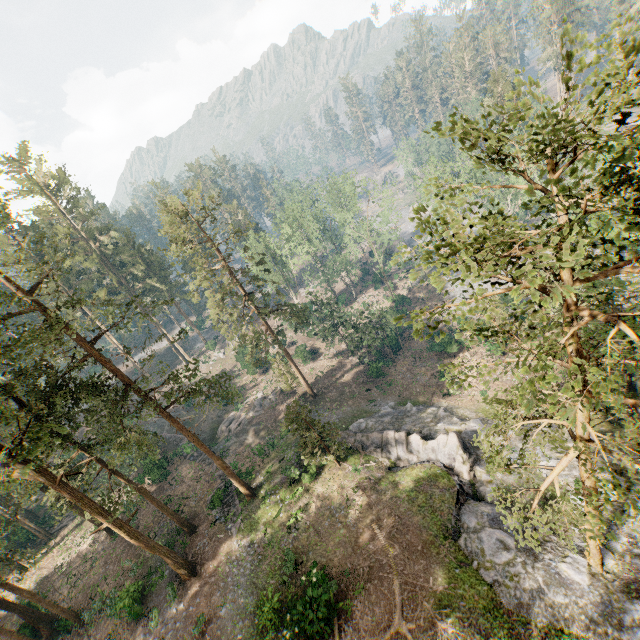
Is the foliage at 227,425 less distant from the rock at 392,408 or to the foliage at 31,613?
the foliage at 31,613

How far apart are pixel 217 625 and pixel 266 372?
31.9 meters

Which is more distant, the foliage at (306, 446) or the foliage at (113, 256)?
the foliage at (306, 446)

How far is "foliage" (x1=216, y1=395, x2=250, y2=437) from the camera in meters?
42.2 m

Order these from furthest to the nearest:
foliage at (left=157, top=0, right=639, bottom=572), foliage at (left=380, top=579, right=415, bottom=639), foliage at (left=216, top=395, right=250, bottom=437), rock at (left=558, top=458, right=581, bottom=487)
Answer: foliage at (left=216, top=395, right=250, bottom=437) < rock at (left=558, top=458, right=581, bottom=487) < foliage at (left=380, top=579, right=415, bottom=639) < foliage at (left=157, top=0, right=639, bottom=572)

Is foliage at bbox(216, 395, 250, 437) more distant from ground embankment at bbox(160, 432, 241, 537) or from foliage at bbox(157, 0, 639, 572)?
foliage at bbox(157, 0, 639, 572)

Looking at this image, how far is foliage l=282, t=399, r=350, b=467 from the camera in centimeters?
2453cm
